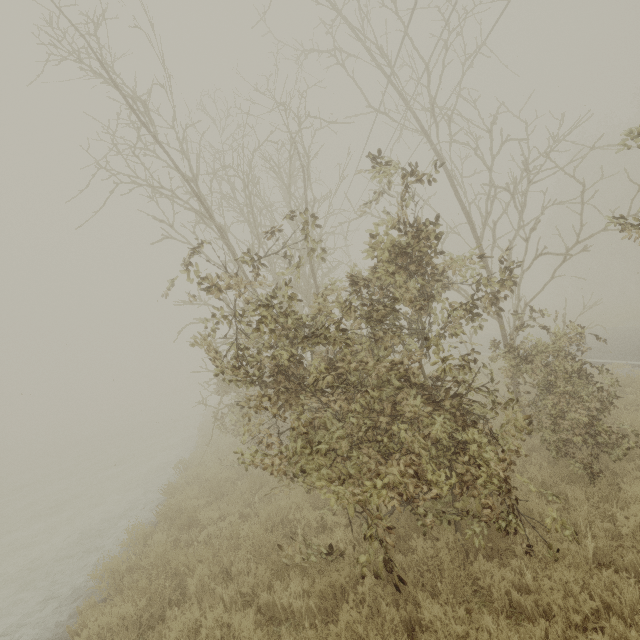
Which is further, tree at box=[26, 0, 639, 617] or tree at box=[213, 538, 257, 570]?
tree at box=[213, 538, 257, 570]

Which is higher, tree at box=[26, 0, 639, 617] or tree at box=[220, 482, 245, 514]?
tree at box=[26, 0, 639, 617]

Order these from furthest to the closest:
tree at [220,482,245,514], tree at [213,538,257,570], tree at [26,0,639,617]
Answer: tree at [220,482,245,514] < tree at [213,538,257,570] < tree at [26,0,639,617]

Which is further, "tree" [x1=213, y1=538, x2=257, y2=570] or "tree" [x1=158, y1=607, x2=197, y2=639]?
"tree" [x1=213, y1=538, x2=257, y2=570]

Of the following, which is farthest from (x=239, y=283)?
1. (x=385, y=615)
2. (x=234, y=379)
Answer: (x=385, y=615)

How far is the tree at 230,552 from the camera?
5.7m
